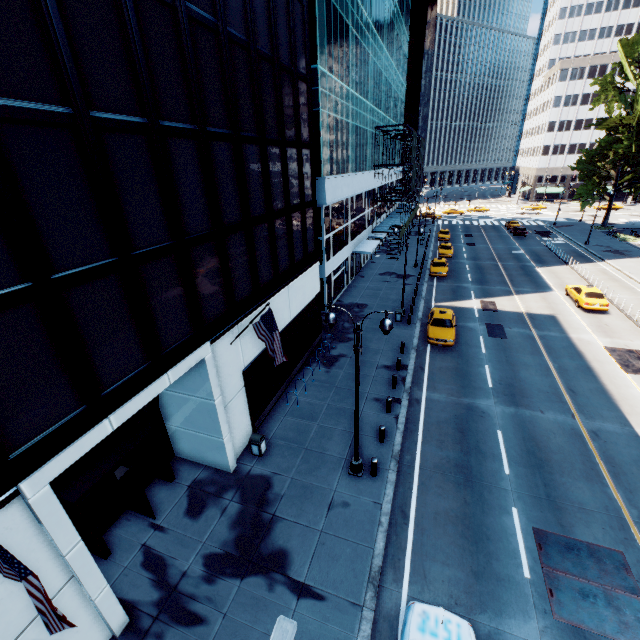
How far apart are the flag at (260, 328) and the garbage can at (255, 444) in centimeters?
382cm

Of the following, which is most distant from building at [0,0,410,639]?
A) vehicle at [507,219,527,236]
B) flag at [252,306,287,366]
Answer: vehicle at [507,219,527,236]

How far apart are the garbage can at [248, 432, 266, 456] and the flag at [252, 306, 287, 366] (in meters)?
3.82

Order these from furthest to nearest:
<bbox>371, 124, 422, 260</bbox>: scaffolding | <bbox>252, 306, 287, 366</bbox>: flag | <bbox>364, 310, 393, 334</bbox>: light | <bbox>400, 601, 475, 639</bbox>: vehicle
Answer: <bbox>371, 124, 422, 260</bbox>: scaffolding → <bbox>252, 306, 287, 366</bbox>: flag → <bbox>364, 310, 393, 334</bbox>: light → <bbox>400, 601, 475, 639</bbox>: vehicle

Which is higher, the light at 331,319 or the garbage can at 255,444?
the light at 331,319

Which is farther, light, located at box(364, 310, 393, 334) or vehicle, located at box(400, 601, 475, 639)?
light, located at box(364, 310, 393, 334)

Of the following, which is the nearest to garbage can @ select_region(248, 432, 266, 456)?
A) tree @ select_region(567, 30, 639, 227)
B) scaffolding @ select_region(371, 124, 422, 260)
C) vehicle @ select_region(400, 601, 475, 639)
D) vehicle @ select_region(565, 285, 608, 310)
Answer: vehicle @ select_region(400, 601, 475, 639)

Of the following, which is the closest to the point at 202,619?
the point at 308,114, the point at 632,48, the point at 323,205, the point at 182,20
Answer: the point at 182,20
